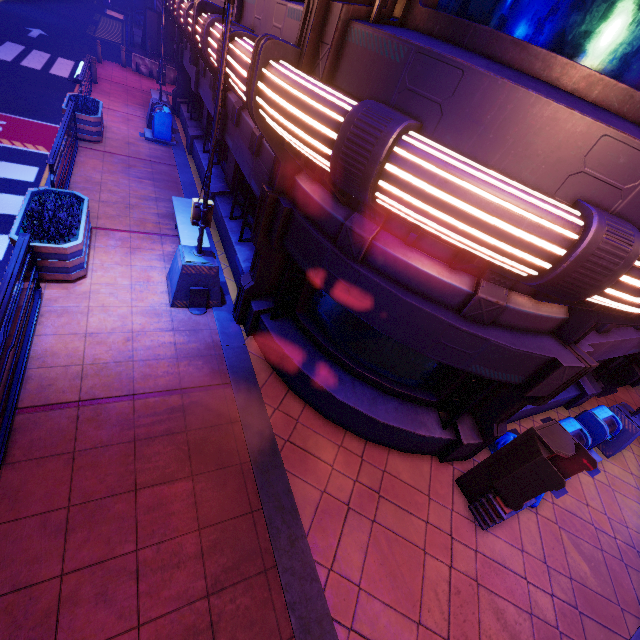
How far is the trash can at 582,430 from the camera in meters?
6.6

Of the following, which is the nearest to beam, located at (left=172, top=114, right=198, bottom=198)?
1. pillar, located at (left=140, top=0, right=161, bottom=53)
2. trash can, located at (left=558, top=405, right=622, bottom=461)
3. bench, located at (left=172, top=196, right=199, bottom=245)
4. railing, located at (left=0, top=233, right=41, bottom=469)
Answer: bench, located at (left=172, top=196, right=199, bottom=245)

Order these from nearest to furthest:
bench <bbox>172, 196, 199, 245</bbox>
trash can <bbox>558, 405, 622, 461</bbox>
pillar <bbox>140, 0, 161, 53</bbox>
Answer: trash can <bbox>558, 405, 622, 461</bbox> < bench <bbox>172, 196, 199, 245</bbox> < pillar <bbox>140, 0, 161, 53</bbox>

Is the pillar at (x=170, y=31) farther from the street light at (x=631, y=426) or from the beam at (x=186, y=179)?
the street light at (x=631, y=426)

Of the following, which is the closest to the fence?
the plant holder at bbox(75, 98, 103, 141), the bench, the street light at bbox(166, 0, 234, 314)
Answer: the plant holder at bbox(75, 98, 103, 141)

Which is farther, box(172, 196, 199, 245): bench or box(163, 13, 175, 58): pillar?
box(163, 13, 175, 58): pillar

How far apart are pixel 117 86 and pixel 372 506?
22.2m

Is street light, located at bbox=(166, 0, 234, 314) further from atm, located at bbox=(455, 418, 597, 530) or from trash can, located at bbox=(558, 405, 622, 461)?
trash can, located at bbox=(558, 405, 622, 461)
